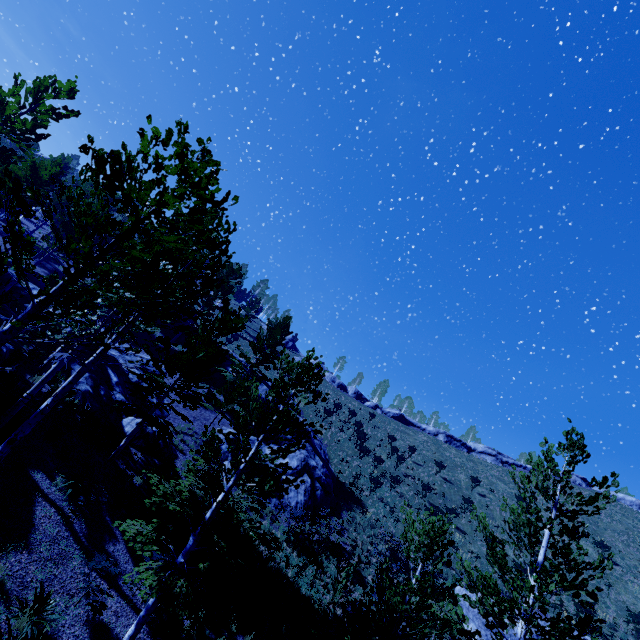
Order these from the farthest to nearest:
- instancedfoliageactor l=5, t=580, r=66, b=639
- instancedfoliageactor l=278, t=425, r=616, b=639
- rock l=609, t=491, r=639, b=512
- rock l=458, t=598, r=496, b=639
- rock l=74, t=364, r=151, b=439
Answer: rock l=609, t=491, r=639, b=512 < rock l=458, t=598, r=496, b=639 < rock l=74, t=364, r=151, b=439 < instancedfoliageactor l=278, t=425, r=616, b=639 < instancedfoliageactor l=5, t=580, r=66, b=639

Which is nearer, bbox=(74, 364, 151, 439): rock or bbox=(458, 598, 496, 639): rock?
bbox=(74, 364, 151, 439): rock

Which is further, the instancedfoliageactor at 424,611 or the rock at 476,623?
the rock at 476,623

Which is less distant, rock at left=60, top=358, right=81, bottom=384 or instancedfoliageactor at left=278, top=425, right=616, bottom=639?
instancedfoliageactor at left=278, top=425, right=616, bottom=639

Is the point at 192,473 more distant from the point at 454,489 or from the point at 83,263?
the point at 454,489

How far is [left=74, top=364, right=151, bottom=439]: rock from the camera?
15.4 meters

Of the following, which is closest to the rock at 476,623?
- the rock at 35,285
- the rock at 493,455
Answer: the rock at 35,285

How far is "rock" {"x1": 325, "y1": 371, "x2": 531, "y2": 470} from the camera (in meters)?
47.62
